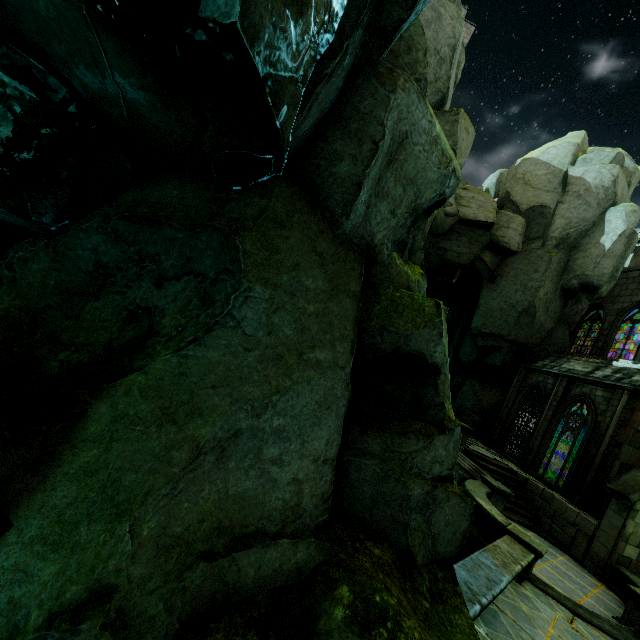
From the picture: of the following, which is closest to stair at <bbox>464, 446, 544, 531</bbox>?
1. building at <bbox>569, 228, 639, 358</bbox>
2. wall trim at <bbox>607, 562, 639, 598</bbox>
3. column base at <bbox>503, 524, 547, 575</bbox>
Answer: wall trim at <bbox>607, 562, 639, 598</bbox>

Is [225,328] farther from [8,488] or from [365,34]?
[365,34]

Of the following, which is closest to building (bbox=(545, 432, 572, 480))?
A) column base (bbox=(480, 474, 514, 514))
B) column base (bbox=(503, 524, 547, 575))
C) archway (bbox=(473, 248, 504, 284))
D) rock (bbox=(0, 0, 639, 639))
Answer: rock (bbox=(0, 0, 639, 639))

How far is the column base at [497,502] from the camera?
12.71m

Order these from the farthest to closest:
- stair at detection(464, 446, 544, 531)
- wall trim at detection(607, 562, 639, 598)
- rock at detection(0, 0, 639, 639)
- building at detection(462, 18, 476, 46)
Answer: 1. building at detection(462, 18, 476, 46)
2. stair at detection(464, 446, 544, 531)
3. wall trim at detection(607, 562, 639, 598)
4. rock at detection(0, 0, 639, 639)

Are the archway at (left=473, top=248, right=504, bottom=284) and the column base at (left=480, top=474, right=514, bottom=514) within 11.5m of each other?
no

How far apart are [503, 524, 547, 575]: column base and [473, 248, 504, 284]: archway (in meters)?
16.21

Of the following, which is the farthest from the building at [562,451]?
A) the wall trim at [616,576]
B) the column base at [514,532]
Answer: the column base at [514,532]
